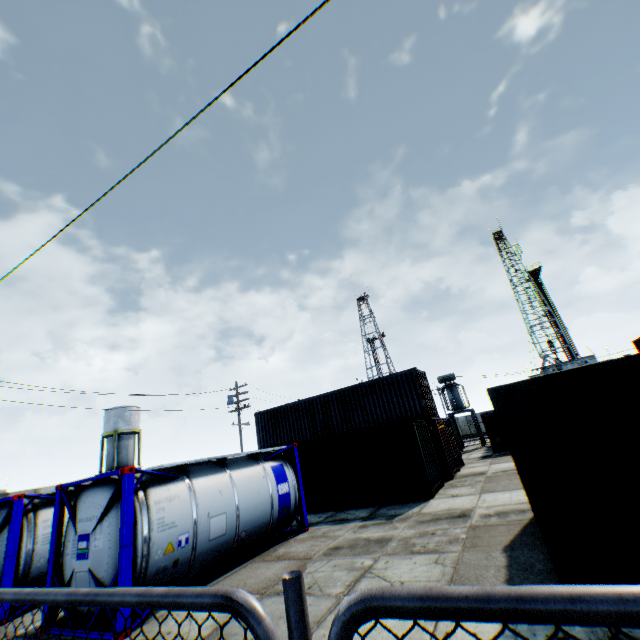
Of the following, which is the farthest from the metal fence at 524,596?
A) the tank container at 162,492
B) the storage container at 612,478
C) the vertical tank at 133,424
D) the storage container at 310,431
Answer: the vertical tank at 133,424

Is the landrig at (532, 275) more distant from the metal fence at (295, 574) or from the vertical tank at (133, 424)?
the metal fence at (295, 574)

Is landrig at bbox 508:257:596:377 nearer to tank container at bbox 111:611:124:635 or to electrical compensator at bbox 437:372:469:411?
electrical compensator at bbox 437:372:469:411

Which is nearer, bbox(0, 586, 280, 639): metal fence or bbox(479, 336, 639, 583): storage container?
bbox(0, 586, 280, 639): metal fence

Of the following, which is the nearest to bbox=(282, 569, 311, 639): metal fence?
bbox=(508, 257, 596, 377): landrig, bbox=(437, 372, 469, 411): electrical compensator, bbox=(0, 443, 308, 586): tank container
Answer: bbox=(0, 443, 308, 586): tank container

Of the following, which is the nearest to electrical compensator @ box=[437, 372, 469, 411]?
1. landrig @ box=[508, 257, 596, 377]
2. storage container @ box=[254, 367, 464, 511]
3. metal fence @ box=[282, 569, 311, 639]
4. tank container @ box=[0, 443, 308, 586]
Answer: storage container @ box=[254, 367, 464, 511]

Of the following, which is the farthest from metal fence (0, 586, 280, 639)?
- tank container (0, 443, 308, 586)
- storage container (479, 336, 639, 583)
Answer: storage container (479, 336, 639, 583)

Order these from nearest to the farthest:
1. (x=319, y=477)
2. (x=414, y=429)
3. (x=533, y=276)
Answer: (x=414, y=429) < (x=319, y=477) < (x=533, y=276)
